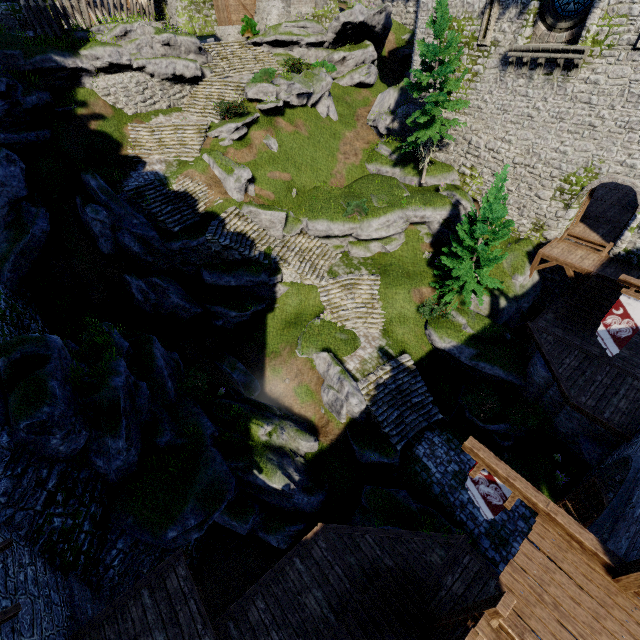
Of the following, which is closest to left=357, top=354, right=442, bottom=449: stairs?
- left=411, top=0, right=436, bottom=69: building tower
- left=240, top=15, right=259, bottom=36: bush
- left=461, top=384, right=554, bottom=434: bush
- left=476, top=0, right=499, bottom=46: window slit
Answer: left=461, top=384, right=554, bottom=434: bush

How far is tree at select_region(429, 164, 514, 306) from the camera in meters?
17.0

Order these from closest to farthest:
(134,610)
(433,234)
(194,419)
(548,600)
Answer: (548,600), (134,610), (194,419), (433,234)

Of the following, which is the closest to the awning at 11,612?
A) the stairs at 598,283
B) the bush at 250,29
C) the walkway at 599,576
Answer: the walkway at 599,576

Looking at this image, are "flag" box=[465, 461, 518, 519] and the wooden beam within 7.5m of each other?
yes

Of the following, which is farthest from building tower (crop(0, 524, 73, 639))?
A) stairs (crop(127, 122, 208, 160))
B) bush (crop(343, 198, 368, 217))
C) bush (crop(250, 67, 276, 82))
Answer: bush (crop(250, 67, 276, 82))

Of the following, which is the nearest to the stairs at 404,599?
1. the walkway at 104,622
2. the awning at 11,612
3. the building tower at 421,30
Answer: the walkway at 104,622

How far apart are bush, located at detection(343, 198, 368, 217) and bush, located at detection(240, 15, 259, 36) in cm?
1936
